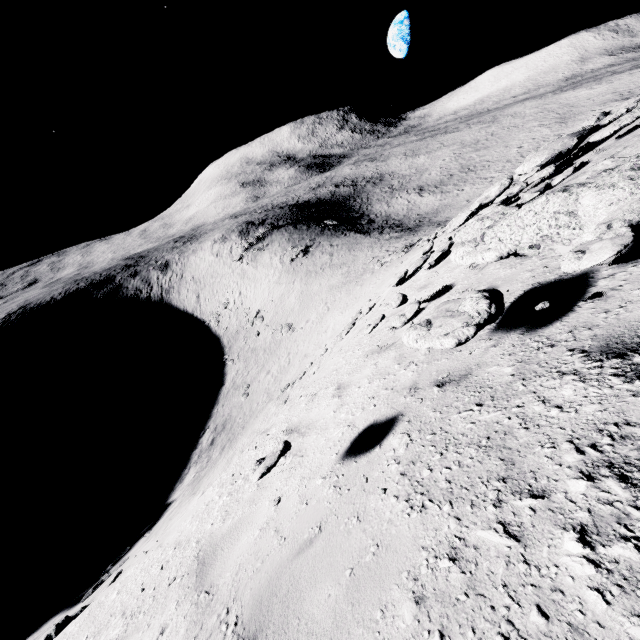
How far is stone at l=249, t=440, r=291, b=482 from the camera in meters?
3.0 m

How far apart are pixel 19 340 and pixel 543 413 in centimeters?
8097cm

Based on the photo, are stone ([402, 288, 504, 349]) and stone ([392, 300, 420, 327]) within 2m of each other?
yes

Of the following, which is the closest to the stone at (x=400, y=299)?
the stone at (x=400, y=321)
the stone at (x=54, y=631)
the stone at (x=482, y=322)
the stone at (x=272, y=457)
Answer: the stone at (x=400, y=321)

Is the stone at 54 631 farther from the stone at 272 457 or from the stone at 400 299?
the stone at 400 299

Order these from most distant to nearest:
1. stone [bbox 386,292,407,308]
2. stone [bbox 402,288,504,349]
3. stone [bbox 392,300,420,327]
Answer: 1. stone [bbox 386,292,407,308]
2. stone [bbox 392,300,420,327]
3. stone [bbox 402,288,504,349]

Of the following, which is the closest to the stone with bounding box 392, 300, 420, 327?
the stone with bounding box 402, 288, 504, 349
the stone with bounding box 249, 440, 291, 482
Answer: the stone with bounding box 402, 288, 504, 349

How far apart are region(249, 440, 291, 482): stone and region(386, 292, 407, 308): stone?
3.8m
